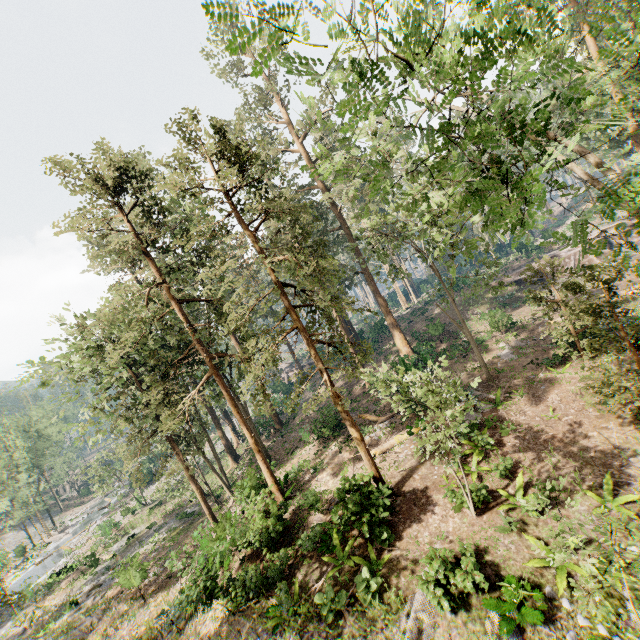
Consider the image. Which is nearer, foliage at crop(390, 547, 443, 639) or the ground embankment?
foliage at crop(390, 547, 443, 639)

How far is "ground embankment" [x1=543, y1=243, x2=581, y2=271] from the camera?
37.6m

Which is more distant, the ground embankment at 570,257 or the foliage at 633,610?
the ground embankment at 570,257

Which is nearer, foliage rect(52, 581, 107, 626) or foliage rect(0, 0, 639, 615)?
foliage rect(0, 0, 639, 615)

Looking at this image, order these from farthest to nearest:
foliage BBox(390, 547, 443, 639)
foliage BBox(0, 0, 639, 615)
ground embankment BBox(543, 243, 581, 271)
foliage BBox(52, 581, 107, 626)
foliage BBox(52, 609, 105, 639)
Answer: ground embankment BBox(543, 243, 581, 271), foliage BBox(52, 581, 107, 626), foliage BBox(52, 609, 105, 639), foliage BBox(390, 547, 443, 639), foliage BBox(0, 0, 639, 615)

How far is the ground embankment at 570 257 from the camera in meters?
37.6 m

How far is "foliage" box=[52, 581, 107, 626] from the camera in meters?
23.3 m

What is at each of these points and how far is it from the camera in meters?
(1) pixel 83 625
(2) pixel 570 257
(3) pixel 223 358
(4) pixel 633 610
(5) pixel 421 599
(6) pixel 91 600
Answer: (1) foliage, 21.5 m
(2) ground embankment, 37.8 m
(3) foliage, 18.1 m
(4) foliage, 5.6 m
(5) foliage, 10.8 m
(6) foliage, 24.2 m
